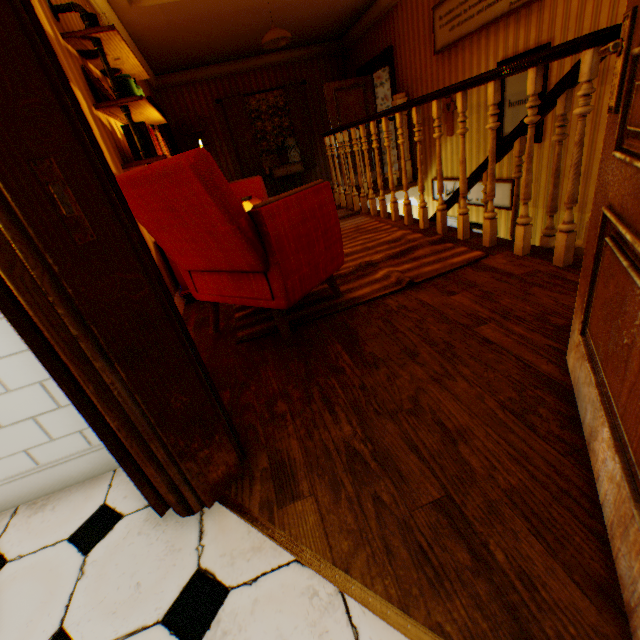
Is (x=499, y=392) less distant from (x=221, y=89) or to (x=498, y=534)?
(x=498, y=534)

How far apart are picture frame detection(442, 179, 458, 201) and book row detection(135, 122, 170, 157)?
4.53m

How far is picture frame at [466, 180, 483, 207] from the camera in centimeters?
519cm

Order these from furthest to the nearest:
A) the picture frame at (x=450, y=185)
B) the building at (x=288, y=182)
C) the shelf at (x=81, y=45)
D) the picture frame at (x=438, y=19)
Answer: the building at (x=288, y=182) < the picture frame at (x=450, y=185) < the picture frame at (x=438, y=19) < the shelf at (x=81, y=45)

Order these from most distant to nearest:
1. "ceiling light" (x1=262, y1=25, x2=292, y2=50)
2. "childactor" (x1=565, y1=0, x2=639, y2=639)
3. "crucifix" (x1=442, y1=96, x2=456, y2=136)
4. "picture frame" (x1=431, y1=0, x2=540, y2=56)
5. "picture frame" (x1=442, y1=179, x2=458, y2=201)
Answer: "picture frame" (x1=442, y1=179, x2=458, y2=201) → "crucifix" (x1=442, y1=96, x2=456, y2=136) → "ceiling light" (x1=262, y1=25, x2=292, y2=50) → "picture frame" (x1=431, y1=0, x2=540, y2=56) → "childactor" (x1=565, y1=0, x2=639, y2=639)

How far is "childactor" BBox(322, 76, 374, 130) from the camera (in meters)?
7.32

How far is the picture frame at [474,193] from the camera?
5.2m

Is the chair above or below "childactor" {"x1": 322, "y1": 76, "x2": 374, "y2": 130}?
below
